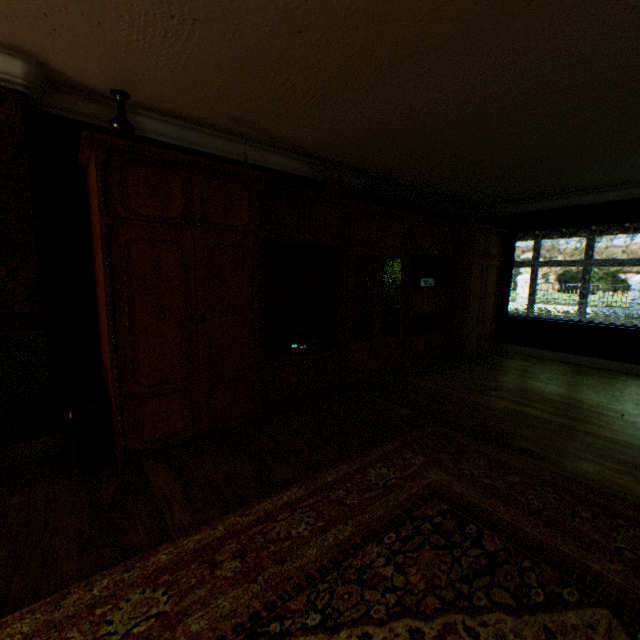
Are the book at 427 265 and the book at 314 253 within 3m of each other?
yes

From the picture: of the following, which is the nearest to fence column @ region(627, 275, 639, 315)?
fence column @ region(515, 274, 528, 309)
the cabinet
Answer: fence column @ region(515, 274, 528, 309)

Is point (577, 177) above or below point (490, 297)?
above

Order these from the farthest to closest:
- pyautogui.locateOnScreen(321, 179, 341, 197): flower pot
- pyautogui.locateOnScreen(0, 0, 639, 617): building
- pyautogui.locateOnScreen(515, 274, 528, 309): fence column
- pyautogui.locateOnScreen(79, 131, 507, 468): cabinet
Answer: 1. pyautogui.locateOnScreen(515, 274, 528, 309): fence column
2. pyautogui.locateOnScreen(321, 179, 341, 197): flower pot
3. pyautogui.locateOnScreen(79, 131, 507, 468): cabinet
4. pyautogui.locateOnScreen(0, 0, 639, 617): building

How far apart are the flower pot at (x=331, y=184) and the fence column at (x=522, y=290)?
21.20m

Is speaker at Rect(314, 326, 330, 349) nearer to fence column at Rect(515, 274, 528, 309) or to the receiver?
the receiver

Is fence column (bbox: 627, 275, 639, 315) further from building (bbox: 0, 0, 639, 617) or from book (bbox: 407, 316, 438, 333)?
book (bbox: 407, 316, 438, 333)

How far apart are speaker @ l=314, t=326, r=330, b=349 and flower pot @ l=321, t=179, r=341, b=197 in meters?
1.7 m
